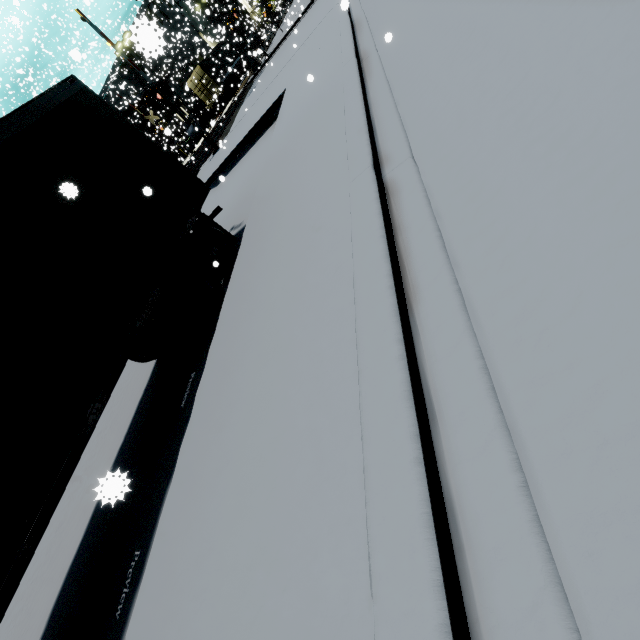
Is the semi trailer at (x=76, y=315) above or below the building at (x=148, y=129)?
below

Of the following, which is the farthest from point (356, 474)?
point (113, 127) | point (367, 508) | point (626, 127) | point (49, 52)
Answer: point (49, 52)

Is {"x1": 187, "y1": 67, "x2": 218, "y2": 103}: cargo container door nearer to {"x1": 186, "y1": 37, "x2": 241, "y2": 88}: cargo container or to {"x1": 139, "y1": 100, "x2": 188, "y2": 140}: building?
{"x1": 186, "y1": 37, "x2": 241, "y2": 88}: cargo container

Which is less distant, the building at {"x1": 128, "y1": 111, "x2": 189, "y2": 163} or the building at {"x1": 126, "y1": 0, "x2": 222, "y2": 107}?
the building at {"x1": 126, "y1": 0, "x2": 222, "y2": 107}

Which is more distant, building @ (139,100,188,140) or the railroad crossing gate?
building @ (139,100,188,140)

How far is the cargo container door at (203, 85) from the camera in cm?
3364

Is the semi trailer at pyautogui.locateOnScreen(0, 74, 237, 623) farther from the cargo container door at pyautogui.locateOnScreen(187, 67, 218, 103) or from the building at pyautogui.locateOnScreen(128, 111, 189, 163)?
the cargo container door at pyautogui.locateOnScreen(187, 67, 218, 103)
